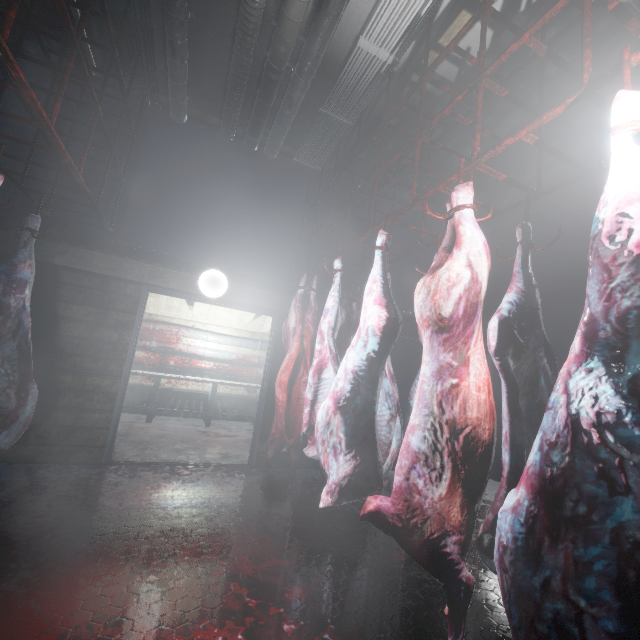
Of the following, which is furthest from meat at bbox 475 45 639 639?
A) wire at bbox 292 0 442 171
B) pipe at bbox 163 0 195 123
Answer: pipe at bbox 163 0 195 123

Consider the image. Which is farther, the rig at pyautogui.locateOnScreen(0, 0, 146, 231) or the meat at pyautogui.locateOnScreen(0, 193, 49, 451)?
the meat at pyautogui.locateOnScreen(0, 193, 49, 451)

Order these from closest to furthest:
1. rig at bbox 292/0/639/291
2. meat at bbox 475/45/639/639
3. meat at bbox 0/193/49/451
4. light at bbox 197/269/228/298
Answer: meat at bbox 475/45/639/639, rig at bbox 292/0/639/291, meat at bbox 0/193/49/451, light at bbox 197/269/228/298

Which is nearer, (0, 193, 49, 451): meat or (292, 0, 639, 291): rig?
(292, 0, 639, 291): rig

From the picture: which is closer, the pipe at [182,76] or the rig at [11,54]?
the rig at [11,54]

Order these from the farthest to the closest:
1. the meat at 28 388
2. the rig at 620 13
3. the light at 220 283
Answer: the light at 220 283
the meat at 28 388
the rig at 620 13

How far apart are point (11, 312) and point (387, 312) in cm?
266

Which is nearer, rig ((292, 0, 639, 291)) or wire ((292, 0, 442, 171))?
rig ((292, 0, 639, 291))
